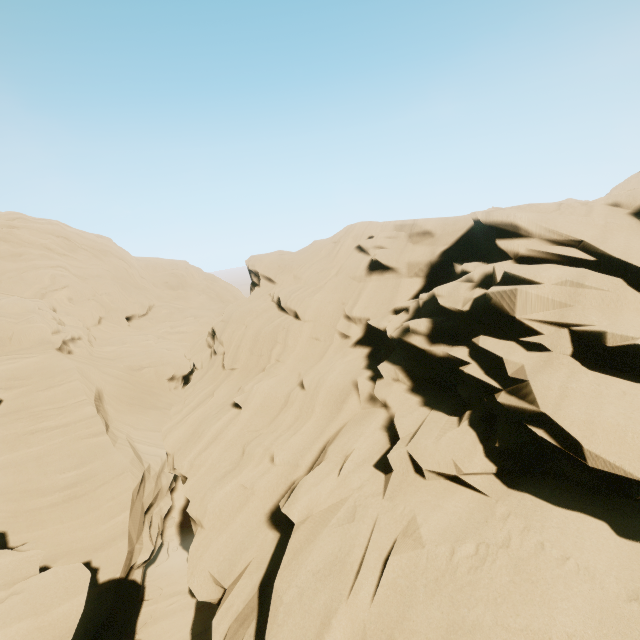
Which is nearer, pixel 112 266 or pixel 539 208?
pixel 539 208
